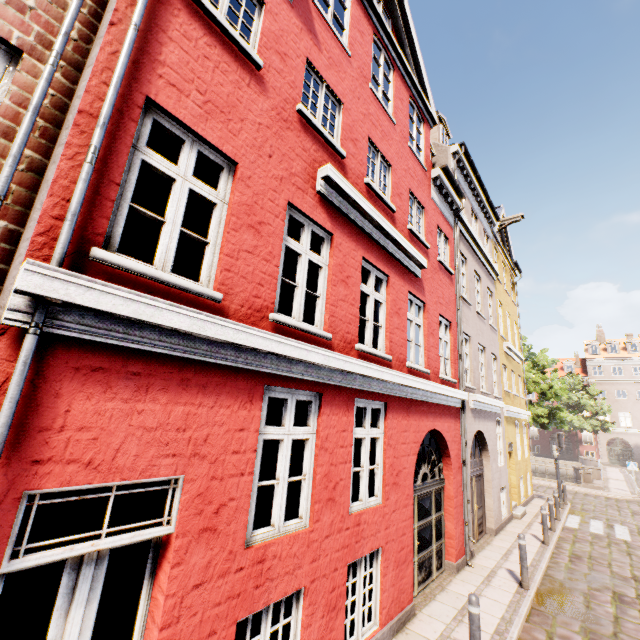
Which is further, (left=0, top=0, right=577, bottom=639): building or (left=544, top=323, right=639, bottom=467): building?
(left=544, top=323, right=639, bottom=467): building

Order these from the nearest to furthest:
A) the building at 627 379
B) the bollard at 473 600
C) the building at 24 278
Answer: the building at 24 278 < the bollard at 473 600 < the building at 627 379

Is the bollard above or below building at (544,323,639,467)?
below

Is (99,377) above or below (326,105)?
below

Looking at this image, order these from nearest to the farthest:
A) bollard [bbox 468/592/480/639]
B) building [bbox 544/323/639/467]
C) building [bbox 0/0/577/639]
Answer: building [bbox 0/0/577/639]
bollard [bbox 468/592/480/639]
building [bbox 544/323/639/467]

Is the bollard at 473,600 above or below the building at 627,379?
below

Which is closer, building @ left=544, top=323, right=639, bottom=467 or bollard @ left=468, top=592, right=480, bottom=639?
bollard @ left=468, top=592, right=480, bottom=639
